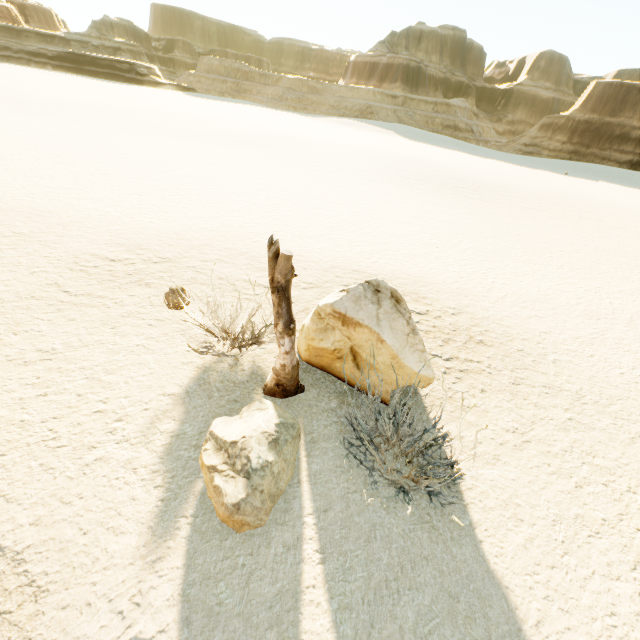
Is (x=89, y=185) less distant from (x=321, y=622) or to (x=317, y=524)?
(x=317, y=524)

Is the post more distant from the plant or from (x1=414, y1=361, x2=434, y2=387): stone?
the plant

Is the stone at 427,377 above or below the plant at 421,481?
above

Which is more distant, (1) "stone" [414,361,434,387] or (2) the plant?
(1) "stone" [414,361,434,387]

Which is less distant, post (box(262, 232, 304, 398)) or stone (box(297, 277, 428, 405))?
post (box(262, 232, 304, 398))

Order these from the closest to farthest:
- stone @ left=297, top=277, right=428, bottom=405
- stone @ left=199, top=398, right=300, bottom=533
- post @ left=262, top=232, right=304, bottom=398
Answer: stone @ left=199, top=398, right=300, bottom=533
post @ left=262, top=232, right=304, bottom=398
stone @ left=297, top=277, right=428, bottom=405

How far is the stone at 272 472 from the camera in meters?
3.1

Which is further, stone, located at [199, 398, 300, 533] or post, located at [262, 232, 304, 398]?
post, located at [262, 232, 304, 398]
